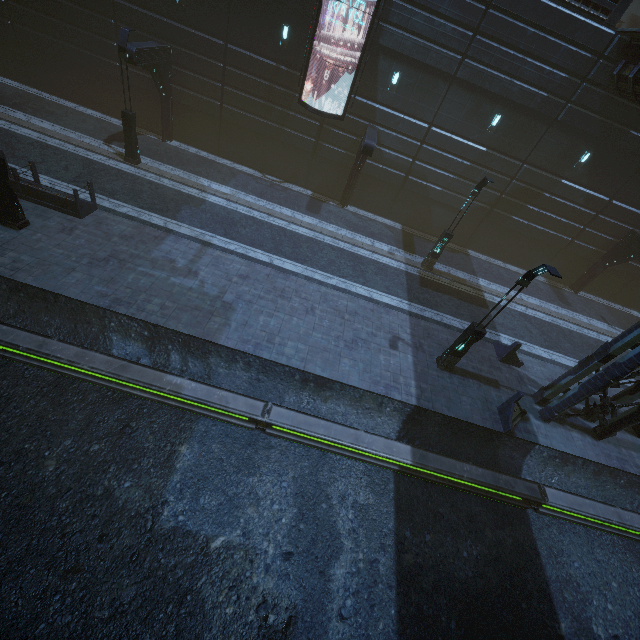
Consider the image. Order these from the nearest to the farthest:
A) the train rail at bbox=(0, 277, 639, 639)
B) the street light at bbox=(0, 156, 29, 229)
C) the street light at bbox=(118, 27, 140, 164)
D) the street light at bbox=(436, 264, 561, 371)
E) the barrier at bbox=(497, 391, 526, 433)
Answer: the train rail at bbox=(0, 277, 639, 639), the street light at bbox=(436, 264, 561, 371), the street light at bbox=(0, 156, 29, 229), the barrier at bbox=(497, 391, 526, 433), the street light at bbox=(118, 27, 140, 164)

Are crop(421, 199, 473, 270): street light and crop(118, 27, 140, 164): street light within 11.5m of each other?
no

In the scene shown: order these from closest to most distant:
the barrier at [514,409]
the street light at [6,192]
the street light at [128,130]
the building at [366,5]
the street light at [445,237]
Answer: the street light at [6,192] < the barrier at [514,409] < the street light at [128,130] < the building at [366,5] < the street light at [445,237]

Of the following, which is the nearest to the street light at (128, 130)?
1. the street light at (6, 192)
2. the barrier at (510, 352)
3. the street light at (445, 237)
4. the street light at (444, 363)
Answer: the street light at (6, 192)

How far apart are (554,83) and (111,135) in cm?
2429

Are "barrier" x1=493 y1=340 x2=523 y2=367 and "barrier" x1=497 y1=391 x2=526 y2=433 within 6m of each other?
yes

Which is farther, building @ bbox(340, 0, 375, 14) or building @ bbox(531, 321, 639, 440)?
building @ bbox(340, 0, 375, 14)

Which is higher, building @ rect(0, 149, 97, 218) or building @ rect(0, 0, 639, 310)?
building @ rect(0, 0, 639, 310)
